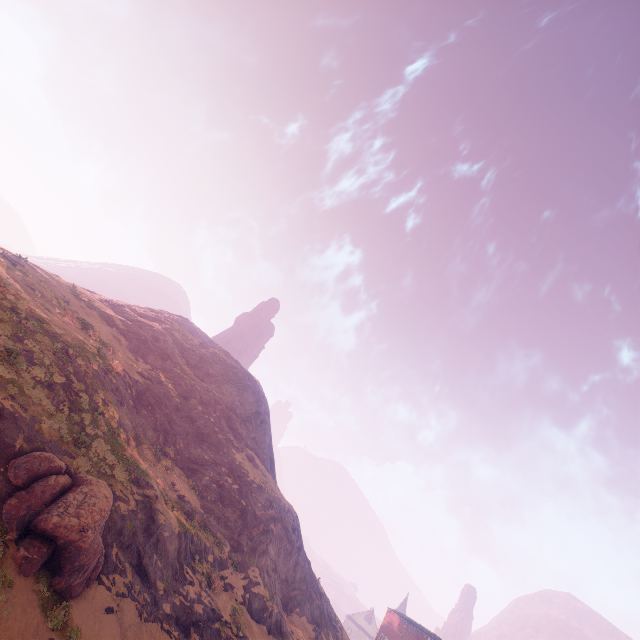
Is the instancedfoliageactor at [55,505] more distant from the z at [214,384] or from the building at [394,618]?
the building at [394,618]

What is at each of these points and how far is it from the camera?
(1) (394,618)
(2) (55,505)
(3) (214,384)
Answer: (1) building, 57.5 meters
(2) instancedfoliageactor, 12.8 meters
(3) z, 46.3 meters

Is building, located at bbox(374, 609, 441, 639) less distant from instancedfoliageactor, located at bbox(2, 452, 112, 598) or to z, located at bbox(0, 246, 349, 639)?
z, located at bbox(0, 246, 349, 639)

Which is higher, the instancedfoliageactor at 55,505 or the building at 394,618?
the building at 394,618

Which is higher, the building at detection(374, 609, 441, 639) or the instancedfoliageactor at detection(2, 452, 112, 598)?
the building at detection(374, 609, 441, 639)

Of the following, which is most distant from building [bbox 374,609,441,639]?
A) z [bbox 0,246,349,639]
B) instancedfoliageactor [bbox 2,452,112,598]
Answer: instancedfoliageactor [bbox 2,452,112,598]
